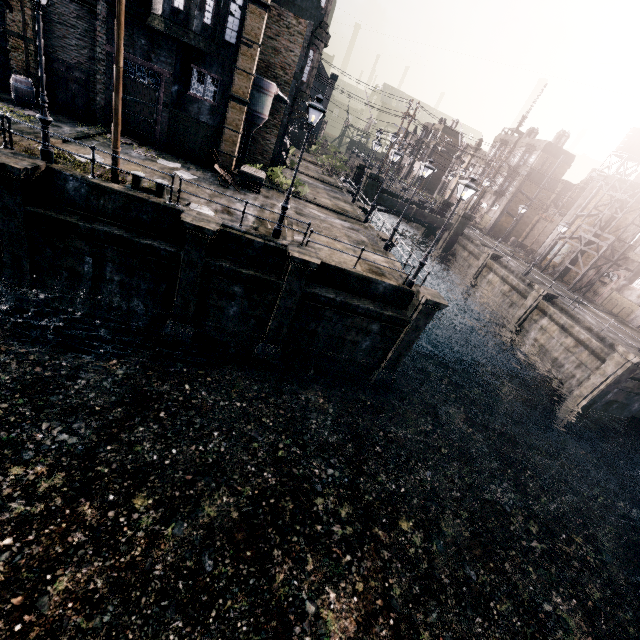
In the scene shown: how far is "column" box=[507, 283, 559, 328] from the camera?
27.6m

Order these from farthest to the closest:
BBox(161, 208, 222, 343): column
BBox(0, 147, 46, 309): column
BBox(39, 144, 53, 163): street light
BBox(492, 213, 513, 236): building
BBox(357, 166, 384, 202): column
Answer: BBox(492, 213, 513, 236): building
BBox(357, 166, 384, 202): column
BBox(161, 208, 222, 343): column
BBox(39, 144, 53, 163): street light
BBox(0, 147, 46, 309): column

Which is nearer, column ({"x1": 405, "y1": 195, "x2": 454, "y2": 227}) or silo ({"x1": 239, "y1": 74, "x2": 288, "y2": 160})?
silo ({"x1": 239, "y1": 74, "x2": 288, "y2": 160})

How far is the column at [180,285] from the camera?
13.2m

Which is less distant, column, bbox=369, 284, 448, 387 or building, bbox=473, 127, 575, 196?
column, bbox=369, 284, 448, 387

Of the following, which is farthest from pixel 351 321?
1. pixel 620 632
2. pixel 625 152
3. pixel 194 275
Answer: pixel 625 152

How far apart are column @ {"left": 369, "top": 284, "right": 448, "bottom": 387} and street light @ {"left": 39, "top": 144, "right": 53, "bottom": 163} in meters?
16.8

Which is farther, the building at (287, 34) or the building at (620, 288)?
the building at (620, 288)
